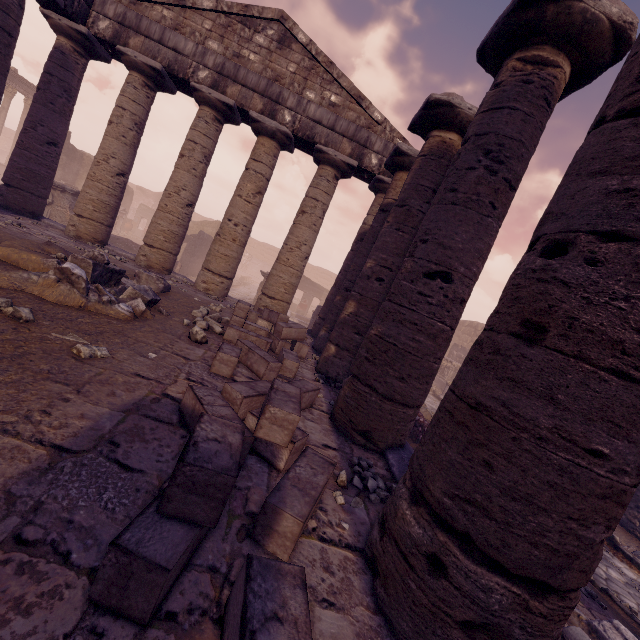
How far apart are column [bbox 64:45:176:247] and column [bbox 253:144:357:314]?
4.6m

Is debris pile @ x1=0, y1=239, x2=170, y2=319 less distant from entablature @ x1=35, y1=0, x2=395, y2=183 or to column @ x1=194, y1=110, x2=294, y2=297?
column @ x1=194, y1=110, x2=294, y2=297

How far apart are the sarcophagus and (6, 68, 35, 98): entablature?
35.2 meters

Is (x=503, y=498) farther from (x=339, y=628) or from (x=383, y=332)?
(x=383, y=332)

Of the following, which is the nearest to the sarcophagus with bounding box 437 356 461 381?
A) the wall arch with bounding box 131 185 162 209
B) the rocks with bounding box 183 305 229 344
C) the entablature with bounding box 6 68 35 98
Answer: the rocks with bounding box 183 305 229 344

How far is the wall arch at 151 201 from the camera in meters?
41.2

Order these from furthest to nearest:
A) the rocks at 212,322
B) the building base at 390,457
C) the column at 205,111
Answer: the column at 205,111 → the rocks at 212,322 → the building base at 390,457

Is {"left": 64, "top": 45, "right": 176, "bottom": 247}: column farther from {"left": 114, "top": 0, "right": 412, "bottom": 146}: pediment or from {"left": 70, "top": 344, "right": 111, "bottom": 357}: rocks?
{"left": 70, "top": 344, "right": 111, "bottom": 357}: rocks
